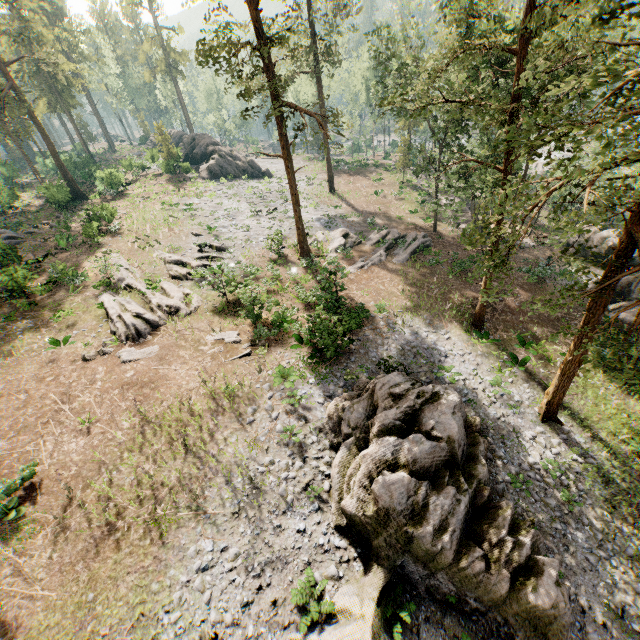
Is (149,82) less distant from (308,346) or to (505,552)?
(308,346)

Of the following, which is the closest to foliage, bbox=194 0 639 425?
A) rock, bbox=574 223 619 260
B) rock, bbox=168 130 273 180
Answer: rock, bbox=168 130 273 180

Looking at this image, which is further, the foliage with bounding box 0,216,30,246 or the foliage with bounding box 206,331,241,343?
the foliage with bounding box 0,216,30,246

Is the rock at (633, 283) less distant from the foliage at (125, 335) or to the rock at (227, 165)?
the foliage at (125, 335)

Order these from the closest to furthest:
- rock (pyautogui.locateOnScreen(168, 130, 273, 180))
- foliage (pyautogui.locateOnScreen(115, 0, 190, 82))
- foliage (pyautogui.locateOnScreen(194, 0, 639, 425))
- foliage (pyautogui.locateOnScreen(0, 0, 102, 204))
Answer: foliage (pyautogui.locateOnScreen(194, 0, 639, 425)) < foliage (pyautogui.locateOnScreen(0, 0, 102, 204)) < rock (pyautogui.locateOnScreen(168, 130, 273, 180)) < foliage (pyautogui.locateOnScreen(115, 0, 190, 82))

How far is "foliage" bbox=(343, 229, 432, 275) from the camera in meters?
26.9 m

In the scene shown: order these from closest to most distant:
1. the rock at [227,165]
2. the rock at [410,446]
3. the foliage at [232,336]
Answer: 1. the rock at [410,446]
2. the foliage at [232,336]
3. the rock at [227,165]

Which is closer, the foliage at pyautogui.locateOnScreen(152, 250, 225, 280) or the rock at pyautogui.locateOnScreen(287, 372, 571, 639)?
the rock at pyautogui.locateOnScreen(287, 372, 571, 639)
